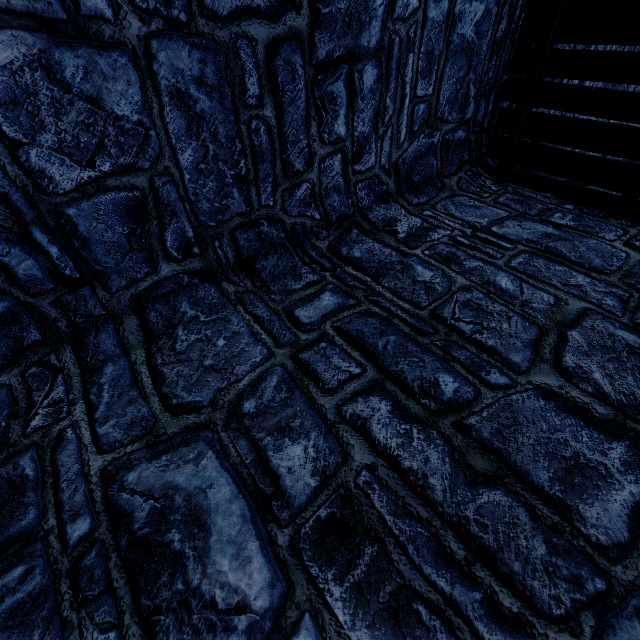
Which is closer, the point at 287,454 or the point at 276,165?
the point at 287,454
